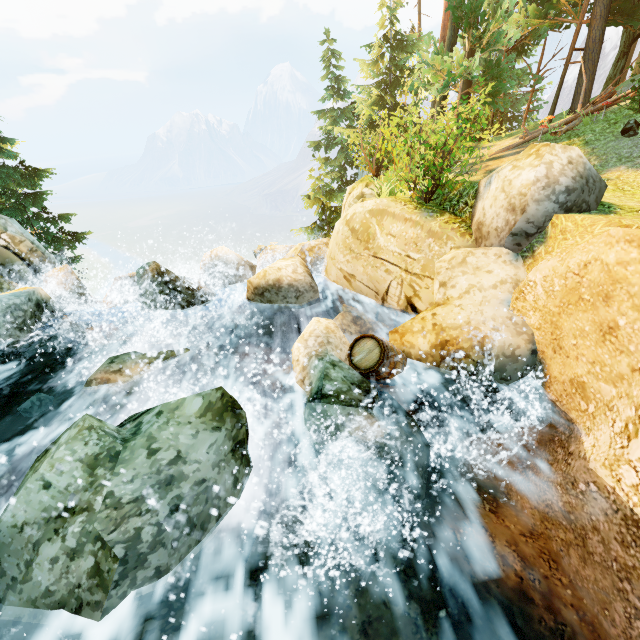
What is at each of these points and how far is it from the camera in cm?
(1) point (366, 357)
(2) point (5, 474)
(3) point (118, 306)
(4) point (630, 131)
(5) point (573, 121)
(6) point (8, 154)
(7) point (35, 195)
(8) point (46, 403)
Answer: (1) barrel, 495
(2) rock, 527
(3) rock, 1284
(4) rock, 1037
(5) log, 1288
(6) tree, 1512
(7) tree, 1628
(8) rock, 654

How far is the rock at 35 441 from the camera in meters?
5.9

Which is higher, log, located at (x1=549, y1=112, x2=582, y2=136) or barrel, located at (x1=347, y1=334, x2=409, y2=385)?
log, located at (x1=549, y1=112, x2=582, y2=136)

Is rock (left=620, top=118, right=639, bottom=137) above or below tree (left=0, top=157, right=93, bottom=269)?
above

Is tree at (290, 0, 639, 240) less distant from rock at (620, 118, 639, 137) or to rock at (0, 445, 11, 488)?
rock at (620, 118, 639, 137)

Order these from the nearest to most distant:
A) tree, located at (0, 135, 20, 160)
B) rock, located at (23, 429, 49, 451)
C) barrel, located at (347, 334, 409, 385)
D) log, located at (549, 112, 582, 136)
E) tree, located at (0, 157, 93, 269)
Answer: barrel, located at (347, 334, 409, 385) < rock, located at (23, 429, 49, 451) < log, located at (549, 112, 582, 136) < tree, located at (0, 135, 20, 160) < tree, located at (0, 157, 93, 269)

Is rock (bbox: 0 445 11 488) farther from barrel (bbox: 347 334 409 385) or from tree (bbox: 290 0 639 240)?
tree (bbox: 290 0 639 240)

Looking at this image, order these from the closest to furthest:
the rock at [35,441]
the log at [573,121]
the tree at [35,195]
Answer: the rock at [35,441] < the log at [573,121] < the tree at [35,195]
